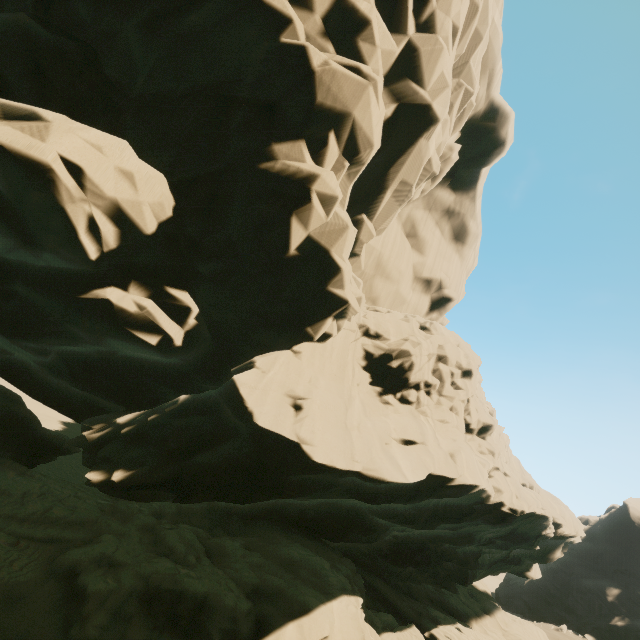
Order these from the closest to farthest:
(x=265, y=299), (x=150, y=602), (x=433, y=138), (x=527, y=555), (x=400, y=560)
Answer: (x=150, y=602) → (x=265, y=299) → (x=433, y=138) → (x=400, y=560) → (x=527, y=555)
